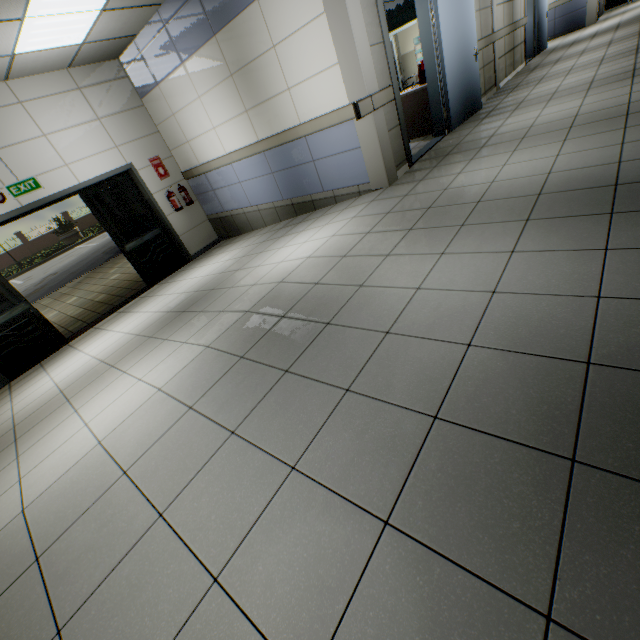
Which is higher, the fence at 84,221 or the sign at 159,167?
the sign at 159,167

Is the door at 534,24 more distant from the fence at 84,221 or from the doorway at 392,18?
the fence at 84,221

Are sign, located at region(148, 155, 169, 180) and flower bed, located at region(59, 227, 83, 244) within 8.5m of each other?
no

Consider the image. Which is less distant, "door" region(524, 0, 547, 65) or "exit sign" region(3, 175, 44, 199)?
"exit sign" region(3, 175, 44, 199)

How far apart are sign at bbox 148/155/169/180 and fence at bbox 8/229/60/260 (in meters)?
31.18

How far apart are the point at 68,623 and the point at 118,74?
8.29m

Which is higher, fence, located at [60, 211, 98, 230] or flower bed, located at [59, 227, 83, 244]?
fence, located at [60, 211, 98, 230]

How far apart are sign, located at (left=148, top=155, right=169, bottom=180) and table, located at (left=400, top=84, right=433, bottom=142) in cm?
495
